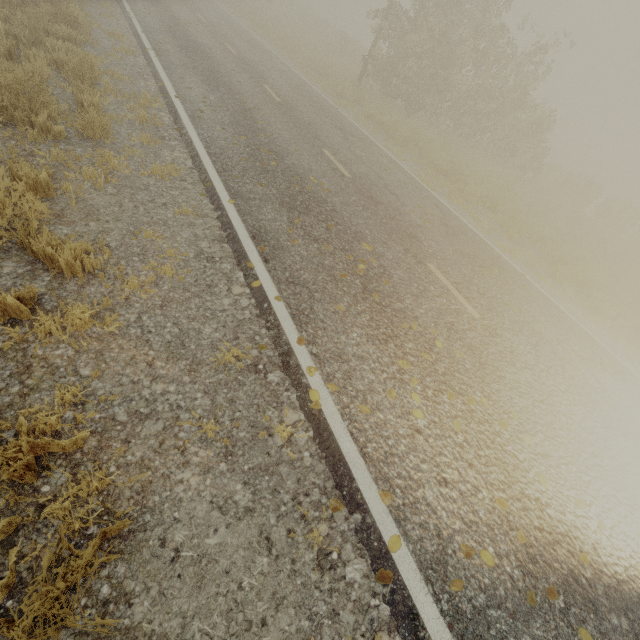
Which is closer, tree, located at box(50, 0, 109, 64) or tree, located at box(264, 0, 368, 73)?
tree, located at box(50, 0, 109, 64)

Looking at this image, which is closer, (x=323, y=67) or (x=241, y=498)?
(x=241, y=498)

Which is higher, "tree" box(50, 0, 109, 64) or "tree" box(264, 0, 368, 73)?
"tree" box(264, 0, 368, 73)

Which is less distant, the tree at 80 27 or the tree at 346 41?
the tree at 80 27

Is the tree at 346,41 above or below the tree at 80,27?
above
